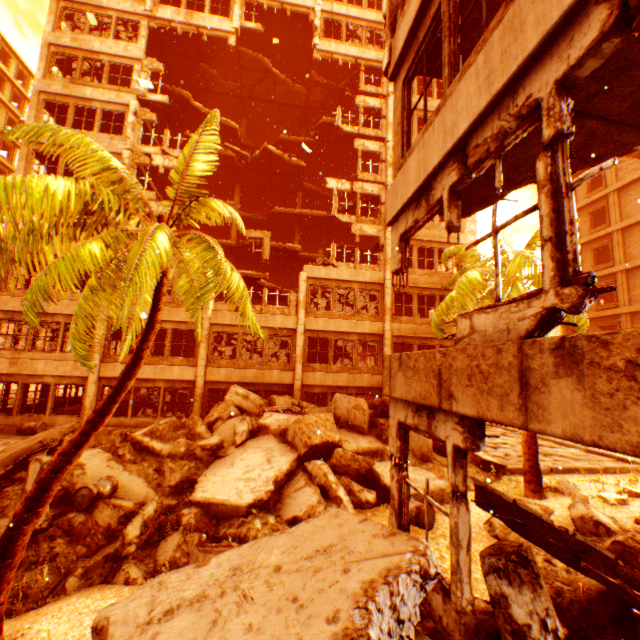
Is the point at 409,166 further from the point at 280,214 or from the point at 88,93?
the point at 88,93

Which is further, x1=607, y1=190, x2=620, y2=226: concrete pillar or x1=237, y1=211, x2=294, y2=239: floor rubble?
x1=237, y1=211, x2=294, y2=239: floor rubble

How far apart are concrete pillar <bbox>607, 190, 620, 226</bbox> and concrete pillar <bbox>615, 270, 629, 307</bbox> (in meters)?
3.50

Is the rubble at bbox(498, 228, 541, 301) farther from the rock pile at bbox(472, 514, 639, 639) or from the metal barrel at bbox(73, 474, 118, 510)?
the metal barrel at bbox(73, 474, 118, 510)

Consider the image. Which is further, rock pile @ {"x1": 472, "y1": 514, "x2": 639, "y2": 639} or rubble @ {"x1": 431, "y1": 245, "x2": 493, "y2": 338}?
rubble @ {"x1": 431, "y1": 245, "x2": 493, "y2": 338}

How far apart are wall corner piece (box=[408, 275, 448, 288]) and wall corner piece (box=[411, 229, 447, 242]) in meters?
2.2 m

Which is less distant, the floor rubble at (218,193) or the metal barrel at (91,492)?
the metal barrel at (91,492)

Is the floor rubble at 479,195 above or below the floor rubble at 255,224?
below
